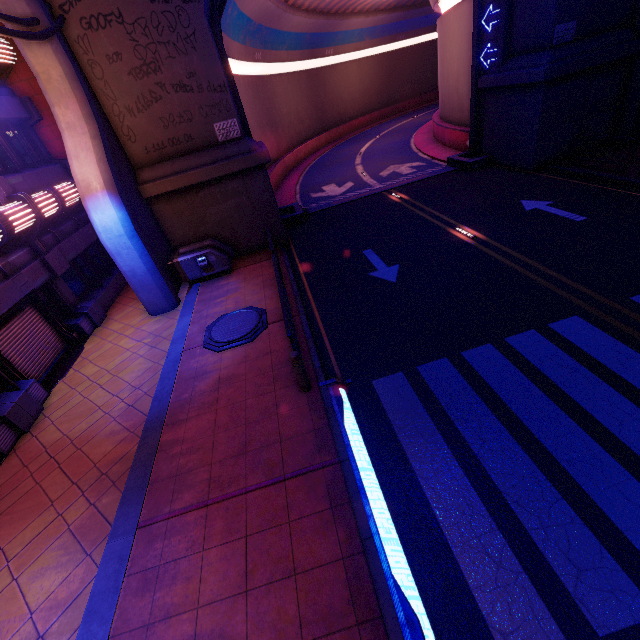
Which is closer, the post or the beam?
the beam

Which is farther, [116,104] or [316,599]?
[116,104]

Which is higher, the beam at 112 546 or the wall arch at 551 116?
the wall arch at 551 116

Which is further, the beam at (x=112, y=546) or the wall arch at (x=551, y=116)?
the wall arch at (x=551, y=116)

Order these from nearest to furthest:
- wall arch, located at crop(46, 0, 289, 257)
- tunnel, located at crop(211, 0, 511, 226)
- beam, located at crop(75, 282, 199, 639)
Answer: beam, located at crop(75, 282, 199, 639), wall arch, located at crop(46, 0, 289, 257), tunnel, located at crop(211, 0, 511, 226)

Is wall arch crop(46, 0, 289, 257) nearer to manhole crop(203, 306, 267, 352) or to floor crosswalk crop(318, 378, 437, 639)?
manhole crop(203, 306, 267, 352)

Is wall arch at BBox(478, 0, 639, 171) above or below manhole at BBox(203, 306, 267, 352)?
above

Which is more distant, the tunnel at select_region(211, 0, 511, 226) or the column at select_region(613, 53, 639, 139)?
the tunnel at select_region(211, 0, 511, 226)
